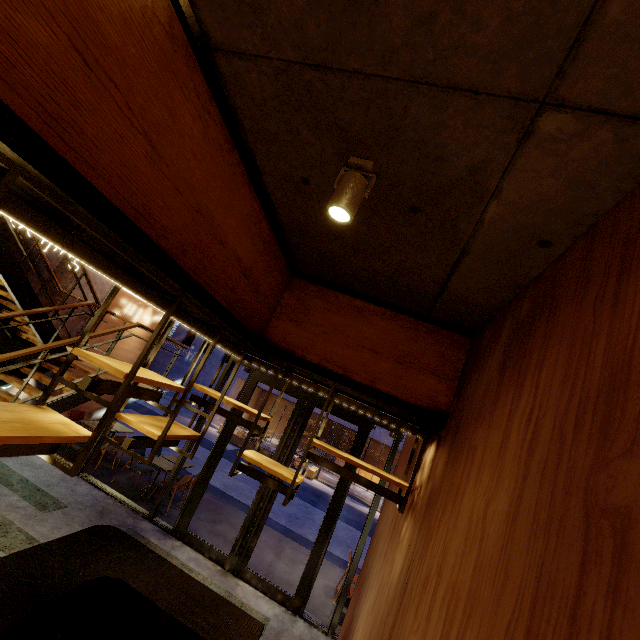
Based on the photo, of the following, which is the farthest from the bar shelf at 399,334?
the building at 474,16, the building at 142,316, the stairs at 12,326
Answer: the building at 142,316

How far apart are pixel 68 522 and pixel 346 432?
25.6m

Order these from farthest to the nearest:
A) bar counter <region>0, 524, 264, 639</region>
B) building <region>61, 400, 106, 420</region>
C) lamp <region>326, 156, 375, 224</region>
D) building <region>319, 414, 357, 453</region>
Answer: building <region>319, 414, 357, 453</region> < building <region>61, 400, 106, 420</region> < bar counter <region>0, 524, 264, 639</region> < lamp <region>326, 156, 375, 224</region>

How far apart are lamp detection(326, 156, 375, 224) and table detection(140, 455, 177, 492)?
7.67m

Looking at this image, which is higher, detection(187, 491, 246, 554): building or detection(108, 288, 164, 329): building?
detection(108, 288, 164, 329): building

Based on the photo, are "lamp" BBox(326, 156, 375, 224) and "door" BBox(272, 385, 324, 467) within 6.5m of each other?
yes

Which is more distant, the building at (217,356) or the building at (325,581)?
the building at (217,356)

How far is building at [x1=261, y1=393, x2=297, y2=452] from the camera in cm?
2375
